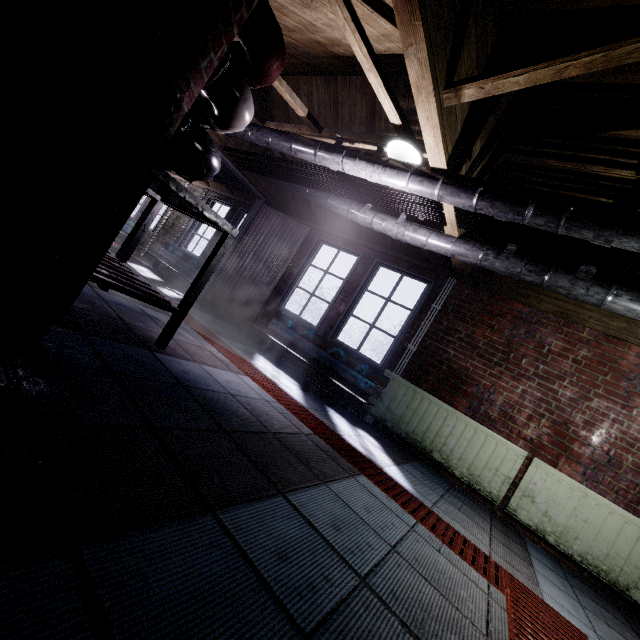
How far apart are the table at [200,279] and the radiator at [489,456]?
2.54m

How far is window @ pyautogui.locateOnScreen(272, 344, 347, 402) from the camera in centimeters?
407cm

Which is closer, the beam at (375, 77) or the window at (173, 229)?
the beam at (375, 77)

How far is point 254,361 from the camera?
3.29m

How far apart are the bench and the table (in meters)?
2.01

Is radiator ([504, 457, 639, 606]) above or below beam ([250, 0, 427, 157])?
below

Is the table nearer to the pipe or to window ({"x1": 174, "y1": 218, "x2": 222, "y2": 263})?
the pipe

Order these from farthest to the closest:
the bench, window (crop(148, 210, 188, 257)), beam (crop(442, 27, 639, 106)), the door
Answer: window (crop(148, 210, 188, 257)) → the door → the bench → beam (crop(442, 27, 639, 106))
